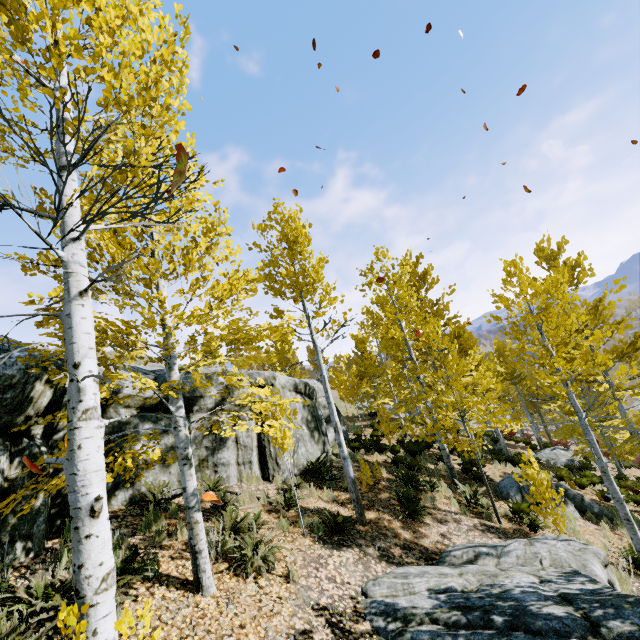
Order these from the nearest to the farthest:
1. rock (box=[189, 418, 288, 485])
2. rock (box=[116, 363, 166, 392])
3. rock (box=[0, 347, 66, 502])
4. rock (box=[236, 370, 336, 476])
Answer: rock (box=[0, 347, 66, 502]) → rock (box=[116, 363, 166, 392]) → rock (box=[189, 418, 288, 485]) → rock (box=[236, 370, 336, 476])

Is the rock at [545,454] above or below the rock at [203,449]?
below

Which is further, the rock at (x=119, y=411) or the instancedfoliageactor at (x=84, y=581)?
the rock at (x=119, y=411)

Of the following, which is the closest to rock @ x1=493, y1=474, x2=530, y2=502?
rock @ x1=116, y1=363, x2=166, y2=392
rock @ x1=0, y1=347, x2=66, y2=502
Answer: rock @ x1=0, y1=347, x2=66, y2=502

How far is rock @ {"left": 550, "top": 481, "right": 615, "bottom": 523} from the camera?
11.11m

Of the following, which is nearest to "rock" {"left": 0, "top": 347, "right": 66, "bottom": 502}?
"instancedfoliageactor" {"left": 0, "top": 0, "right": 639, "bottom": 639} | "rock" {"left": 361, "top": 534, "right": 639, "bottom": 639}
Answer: "instancedfoliageactor" {"left": 0, "top": 0, "right": 639, "bottom": 639}

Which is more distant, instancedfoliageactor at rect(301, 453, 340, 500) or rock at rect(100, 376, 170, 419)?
instancedfoliageactor at rect(301, 453, 340, 500)

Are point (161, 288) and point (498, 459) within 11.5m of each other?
no
